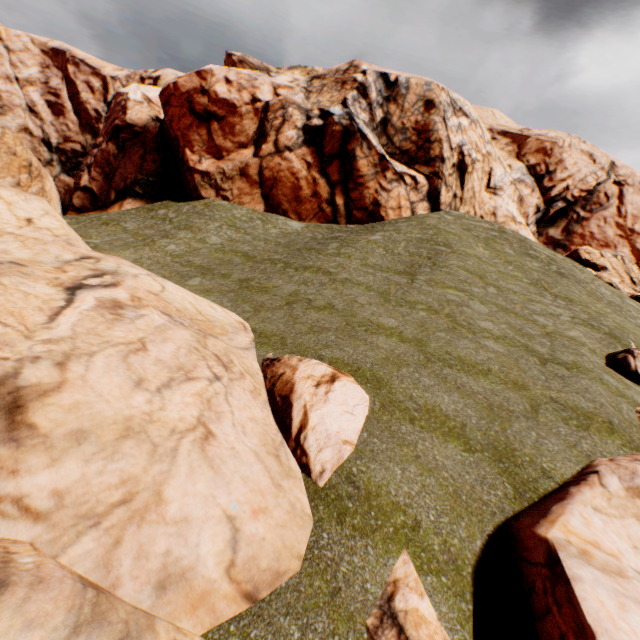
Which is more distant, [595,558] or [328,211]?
[328,211]

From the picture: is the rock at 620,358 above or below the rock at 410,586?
above

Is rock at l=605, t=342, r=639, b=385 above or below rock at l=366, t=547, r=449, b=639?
above

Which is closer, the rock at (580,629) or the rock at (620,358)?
the rock at (580,629)

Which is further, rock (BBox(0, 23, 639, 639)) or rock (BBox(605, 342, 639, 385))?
rock (BBox(605, 342, 639, 385))
